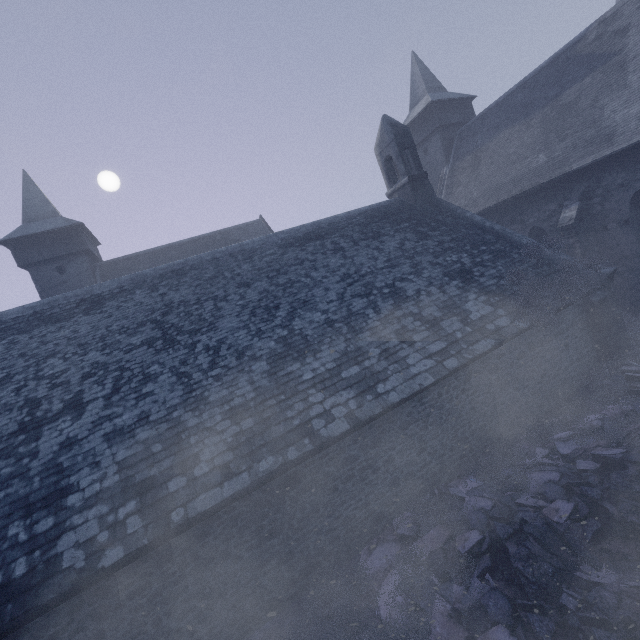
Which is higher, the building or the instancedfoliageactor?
the building

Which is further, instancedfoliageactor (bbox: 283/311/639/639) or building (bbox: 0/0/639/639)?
building (bbox: 0/0/639/639)

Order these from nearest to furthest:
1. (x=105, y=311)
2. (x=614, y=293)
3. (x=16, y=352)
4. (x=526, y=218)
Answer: (x=16, y=352)
(x=105, y=311)
(x=614, y=293)
(x=526, y=218)

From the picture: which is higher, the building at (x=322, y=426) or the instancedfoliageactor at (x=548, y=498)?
the building at (x=322, y=426)

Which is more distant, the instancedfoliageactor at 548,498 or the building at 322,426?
the building at 322,426
